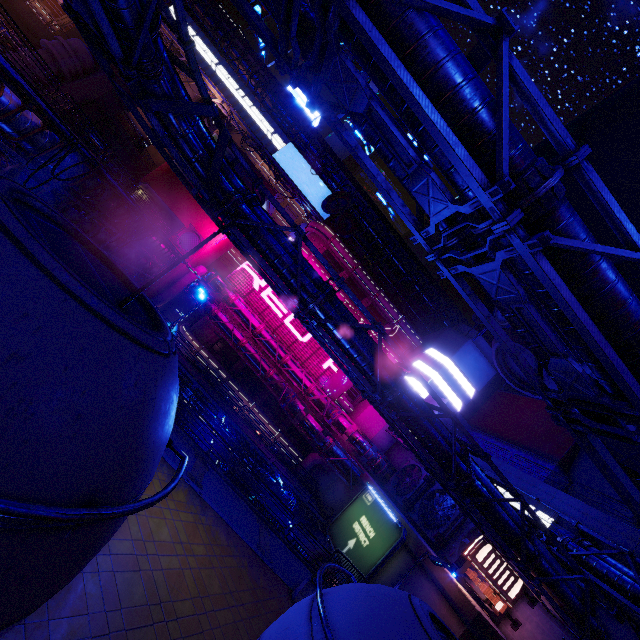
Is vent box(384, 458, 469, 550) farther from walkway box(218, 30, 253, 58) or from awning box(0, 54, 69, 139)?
awning box(0, 54, 69, 139)

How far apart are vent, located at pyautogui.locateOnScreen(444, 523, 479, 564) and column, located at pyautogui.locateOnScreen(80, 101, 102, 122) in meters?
53.1 m

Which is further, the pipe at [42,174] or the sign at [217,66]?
the sign at [217,66]

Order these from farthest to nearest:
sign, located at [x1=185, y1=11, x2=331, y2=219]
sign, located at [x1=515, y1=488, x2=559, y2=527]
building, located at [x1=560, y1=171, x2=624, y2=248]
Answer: sign, located at [x1=185, y1=11, x2=331, y2=219] → building, located at [x1=560, y1=171, x2=624, y2=248] → sign, located at [x1=515, y1=488, x2=559, y2=527]

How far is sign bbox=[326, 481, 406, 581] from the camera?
22.70m

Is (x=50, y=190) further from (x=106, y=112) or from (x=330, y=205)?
(x=330, y=205)

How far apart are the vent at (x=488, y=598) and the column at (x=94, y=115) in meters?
53.1 m
